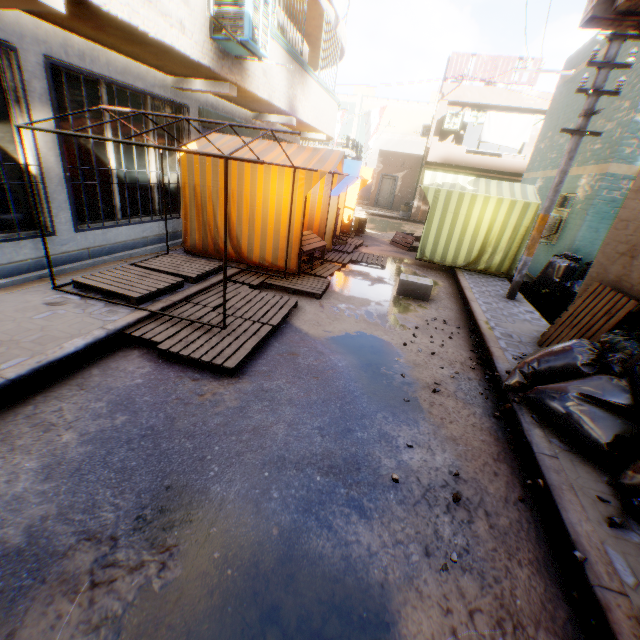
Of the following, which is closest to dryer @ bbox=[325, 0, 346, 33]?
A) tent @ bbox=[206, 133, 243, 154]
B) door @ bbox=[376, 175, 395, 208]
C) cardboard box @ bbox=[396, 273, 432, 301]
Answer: tent @ bbox=[206, 133, 243, 154]

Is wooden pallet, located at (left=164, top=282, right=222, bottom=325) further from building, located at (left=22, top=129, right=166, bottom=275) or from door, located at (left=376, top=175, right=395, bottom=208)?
door, located at (left=376, top=175, right=395, bottom=208)

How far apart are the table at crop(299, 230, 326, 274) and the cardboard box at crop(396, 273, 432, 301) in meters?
1.3 m

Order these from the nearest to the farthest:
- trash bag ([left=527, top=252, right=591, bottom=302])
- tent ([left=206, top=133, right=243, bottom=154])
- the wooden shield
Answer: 1. tent ([left=206, top=133, right=243, bottom=154])
2. trash bag ([left=527, top=252, right=591, bottom=302])
3. the wooden shield

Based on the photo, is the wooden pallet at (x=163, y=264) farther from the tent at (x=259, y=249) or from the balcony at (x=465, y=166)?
the balcony at (x=465, y=166)

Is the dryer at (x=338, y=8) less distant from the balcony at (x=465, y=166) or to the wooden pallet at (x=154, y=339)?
the balcony at (x=465, y=166)

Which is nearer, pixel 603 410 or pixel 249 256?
pixel 603 410

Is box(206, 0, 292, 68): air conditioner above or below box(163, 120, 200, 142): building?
above
